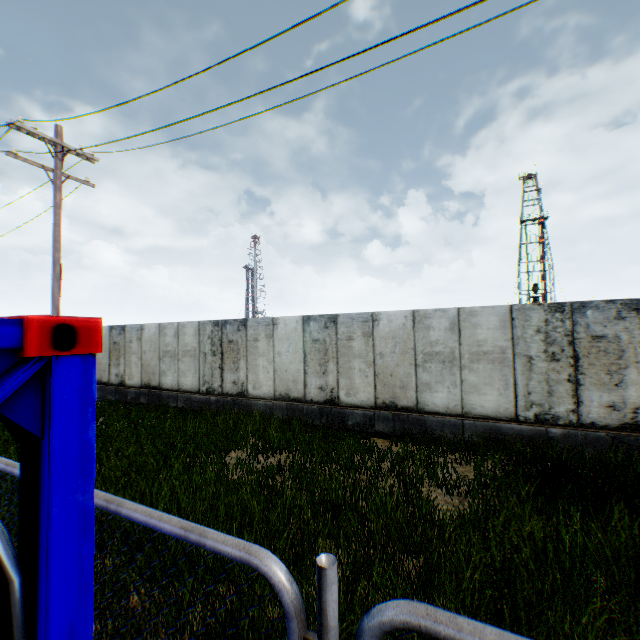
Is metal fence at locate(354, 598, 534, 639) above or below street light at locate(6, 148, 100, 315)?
below

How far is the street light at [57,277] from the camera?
9.88m

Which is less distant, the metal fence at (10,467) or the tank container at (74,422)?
the tank container at (74,422)

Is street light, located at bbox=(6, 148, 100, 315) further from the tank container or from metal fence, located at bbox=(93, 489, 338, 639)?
the tank container

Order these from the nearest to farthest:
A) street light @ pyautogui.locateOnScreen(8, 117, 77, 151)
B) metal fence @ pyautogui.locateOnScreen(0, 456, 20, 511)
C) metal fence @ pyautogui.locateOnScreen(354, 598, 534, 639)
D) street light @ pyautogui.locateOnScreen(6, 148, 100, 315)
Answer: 1. metal fence @ pyautogui.locateOnScreen(354, 598, 534, 639)
2. metal fence @ pyautogui.locateOnScreen(0, 456, 20, 511)
3. street light @ pyautogui.locateOnScreen(8, 117, 77, 151)
4. street light @ pyautogui.locateOnScreen(6, 148, 100, 315)

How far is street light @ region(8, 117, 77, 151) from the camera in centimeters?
933cm

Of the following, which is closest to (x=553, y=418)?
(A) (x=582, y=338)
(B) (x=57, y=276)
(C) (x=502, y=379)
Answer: (C) (x=502, y=379)
